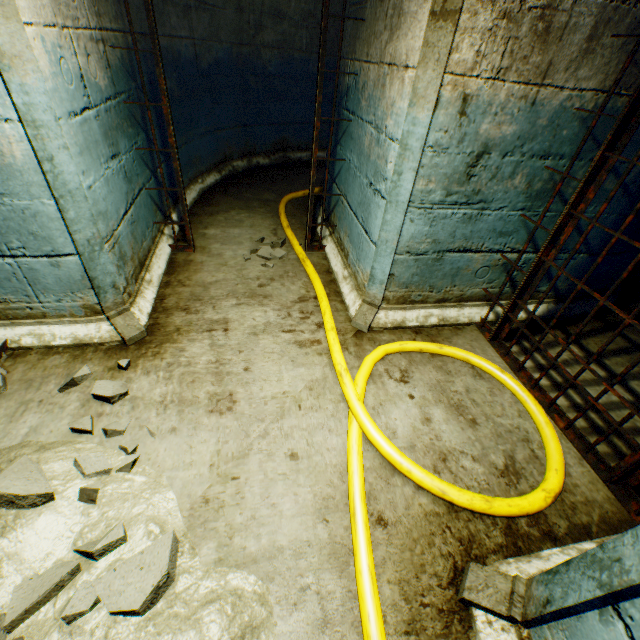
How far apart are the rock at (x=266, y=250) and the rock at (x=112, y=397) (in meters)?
1.62

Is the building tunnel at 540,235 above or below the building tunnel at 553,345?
above

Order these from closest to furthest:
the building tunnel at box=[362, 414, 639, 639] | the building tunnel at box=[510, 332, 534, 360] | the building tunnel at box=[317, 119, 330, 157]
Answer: the building tunnel at box=[362, 414, 639, 639]
the building tunnel at box=[510, 332, 534, 360]
the building tunnel at box=[317, 119, 330, 157]

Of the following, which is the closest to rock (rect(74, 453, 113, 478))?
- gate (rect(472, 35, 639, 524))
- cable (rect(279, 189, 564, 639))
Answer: cable (rect(279, 189, 564, 639))

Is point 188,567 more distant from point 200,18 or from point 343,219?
point 200,18

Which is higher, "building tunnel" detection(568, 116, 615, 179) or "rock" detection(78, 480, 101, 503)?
"building tunnel" detection(568, 116, 615, 179)

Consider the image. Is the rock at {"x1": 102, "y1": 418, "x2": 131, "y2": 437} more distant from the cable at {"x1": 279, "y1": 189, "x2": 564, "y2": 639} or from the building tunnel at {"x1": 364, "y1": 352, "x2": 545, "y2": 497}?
the cable at {"x1": 279, "y1": 189, "x2": 564, "y2": 639}

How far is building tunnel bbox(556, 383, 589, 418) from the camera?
2.1m
